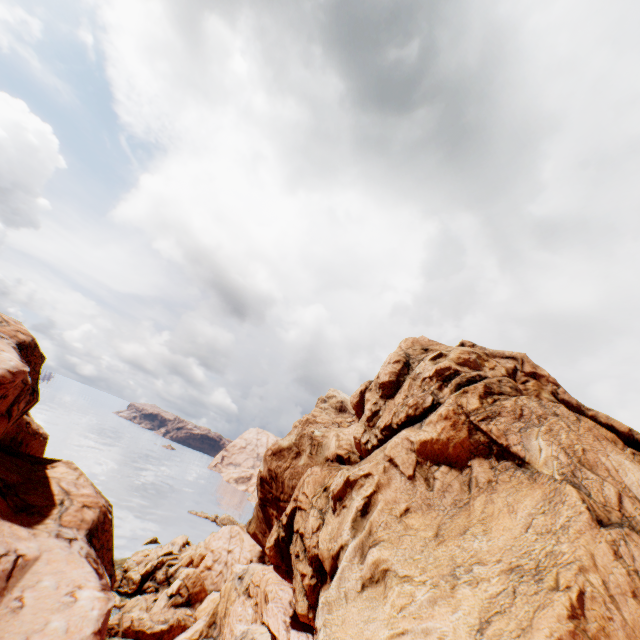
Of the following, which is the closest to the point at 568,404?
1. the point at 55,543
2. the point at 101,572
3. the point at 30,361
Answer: the point at 101,572
